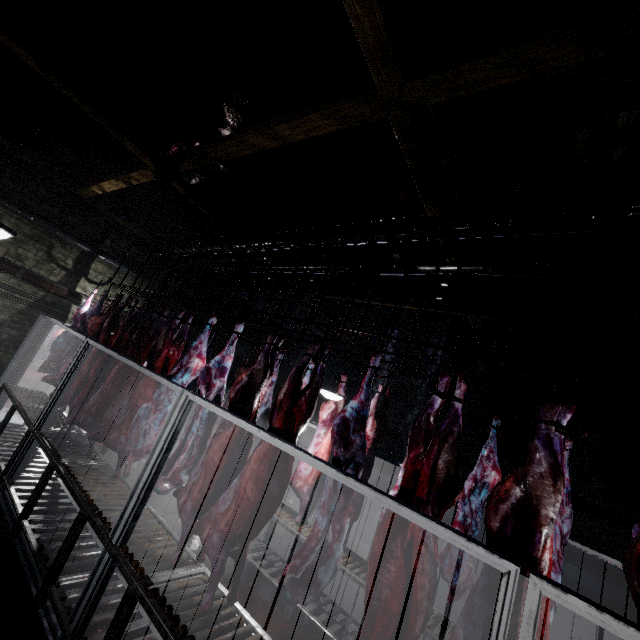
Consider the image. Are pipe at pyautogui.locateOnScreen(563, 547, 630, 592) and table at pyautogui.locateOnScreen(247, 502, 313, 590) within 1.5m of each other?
no

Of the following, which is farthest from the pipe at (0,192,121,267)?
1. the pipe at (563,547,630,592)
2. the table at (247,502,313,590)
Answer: the table at (247,502,313,590)

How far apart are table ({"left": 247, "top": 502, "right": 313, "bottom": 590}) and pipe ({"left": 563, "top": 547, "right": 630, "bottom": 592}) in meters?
3.0

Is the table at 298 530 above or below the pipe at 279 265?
below

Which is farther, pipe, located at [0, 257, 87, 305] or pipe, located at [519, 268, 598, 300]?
pipe, located at [0, 257, 87, 305]

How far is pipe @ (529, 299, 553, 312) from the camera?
3.24m

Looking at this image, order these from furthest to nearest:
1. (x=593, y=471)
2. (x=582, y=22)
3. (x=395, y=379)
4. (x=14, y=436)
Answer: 1. (x=395, y=379)
2. (x=593, y=471)
3. (x=14, y=436)
4. (x=582, y=22)

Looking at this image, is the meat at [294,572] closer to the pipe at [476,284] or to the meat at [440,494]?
the meat at [440,494]
